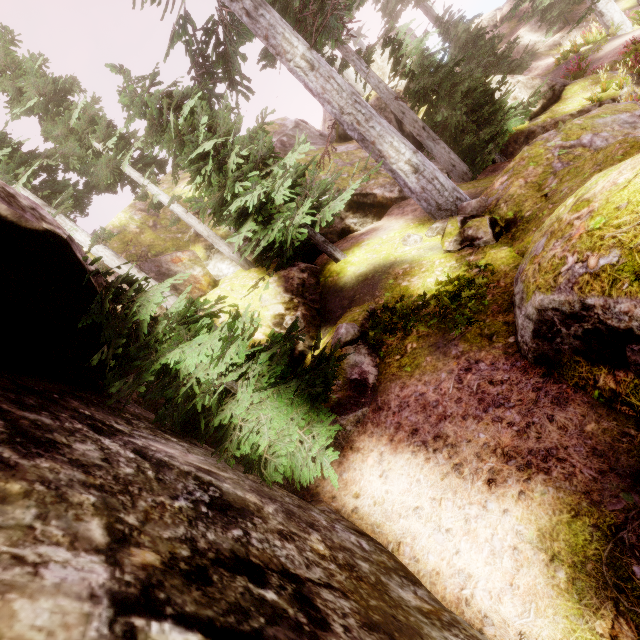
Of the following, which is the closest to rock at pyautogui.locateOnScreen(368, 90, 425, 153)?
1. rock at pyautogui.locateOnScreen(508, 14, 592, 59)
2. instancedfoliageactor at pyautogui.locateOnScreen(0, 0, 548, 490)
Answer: instancedfoliageactor at pyautogui.locateOnScreen(0, 0, 548, 490)

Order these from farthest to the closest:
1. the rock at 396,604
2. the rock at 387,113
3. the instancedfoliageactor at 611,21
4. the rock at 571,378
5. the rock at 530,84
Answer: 1. the rock at 387,113
2. the rock at 530,84
3. the instancedfoliageactor at 611,21
4. the rock at 571,378
5. the rock at 396,604

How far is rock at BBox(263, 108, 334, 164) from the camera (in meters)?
16.12

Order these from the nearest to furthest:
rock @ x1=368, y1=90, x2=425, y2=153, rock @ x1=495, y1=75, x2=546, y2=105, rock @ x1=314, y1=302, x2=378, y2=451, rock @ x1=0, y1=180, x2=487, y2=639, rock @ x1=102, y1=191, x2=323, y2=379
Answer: rock @ x1=0, y1=180, x2=487, y2=639 < rock @ x1=314, y1=302, x2=378, y2=451 < rock @ x1=102, y1=191, x2=323, y2=379 < rock @ x1=495, y1=75, x2=546, y2=105 < rock @ x1=368, y1=90, x2=425, y2=153

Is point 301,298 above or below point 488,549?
above

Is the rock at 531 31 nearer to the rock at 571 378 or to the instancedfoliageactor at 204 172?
the instancedfoliageactor at 204 172
